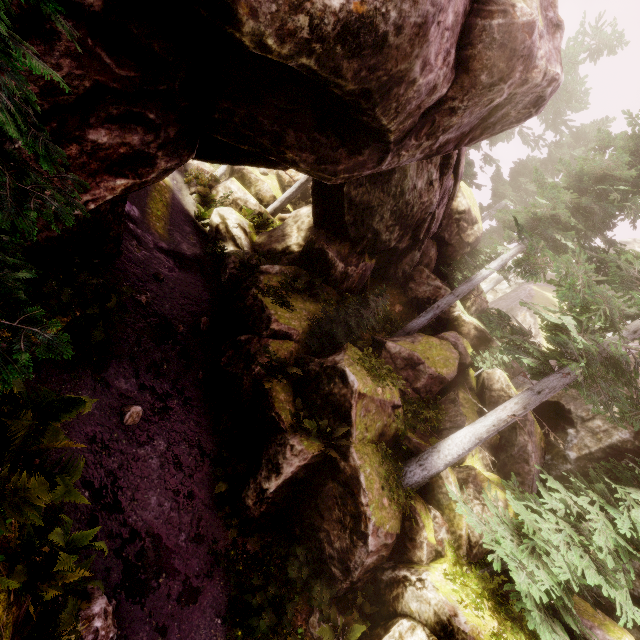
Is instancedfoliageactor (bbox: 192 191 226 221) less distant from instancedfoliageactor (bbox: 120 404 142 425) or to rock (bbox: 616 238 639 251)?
rock (bbox: 616 238 639 251)

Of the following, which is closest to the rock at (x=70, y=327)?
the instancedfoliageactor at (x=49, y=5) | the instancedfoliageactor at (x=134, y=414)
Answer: the instancedfoliageactor at (x=49, y=5)

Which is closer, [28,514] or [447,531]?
[28,514]

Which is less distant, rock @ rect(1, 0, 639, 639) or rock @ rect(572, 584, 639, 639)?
rock @ rect(1, 0, 639, 639)

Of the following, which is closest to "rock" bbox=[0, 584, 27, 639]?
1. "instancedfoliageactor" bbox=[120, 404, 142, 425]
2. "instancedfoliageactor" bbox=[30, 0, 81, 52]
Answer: "instancedfoliageactor" bbox=[30, 0, 81, 52]

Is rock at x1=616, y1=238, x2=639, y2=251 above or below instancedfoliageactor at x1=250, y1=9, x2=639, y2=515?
above
